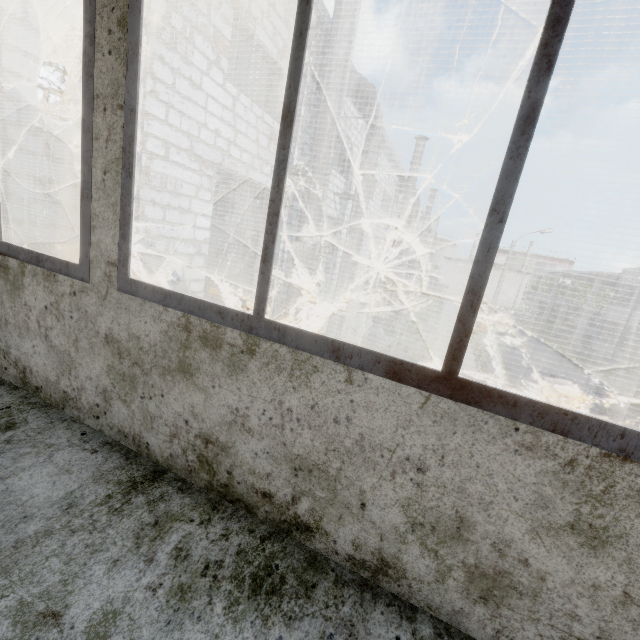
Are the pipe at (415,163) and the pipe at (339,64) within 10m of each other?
no

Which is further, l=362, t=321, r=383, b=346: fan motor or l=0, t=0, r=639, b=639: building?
l=362, t=321, r=383, b=346: fan motor

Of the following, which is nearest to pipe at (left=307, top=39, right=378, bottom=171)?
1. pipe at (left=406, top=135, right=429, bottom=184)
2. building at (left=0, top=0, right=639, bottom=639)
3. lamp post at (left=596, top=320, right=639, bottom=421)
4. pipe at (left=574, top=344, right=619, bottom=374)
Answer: building at (left=0, top=0, right=639, bottom=639)

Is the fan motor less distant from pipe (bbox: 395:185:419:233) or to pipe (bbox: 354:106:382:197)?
pipe (bbox: 395:185:419:233)

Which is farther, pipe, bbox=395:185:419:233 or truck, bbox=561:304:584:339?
truck, bbox=561:304:584:339

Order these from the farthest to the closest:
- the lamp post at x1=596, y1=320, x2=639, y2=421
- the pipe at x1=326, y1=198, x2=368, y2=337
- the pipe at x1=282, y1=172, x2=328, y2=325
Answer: the pipe at x1=326, y1=198, x2=368, y2=337
the pipe at x1=282, y1=172, x2=328, y2=325
the lamp post at x1=596, y1=320, x2=639, y2=421

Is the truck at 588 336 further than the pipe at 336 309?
Yes

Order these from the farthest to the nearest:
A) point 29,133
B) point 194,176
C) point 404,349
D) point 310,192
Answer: point 404,349, point 310,192, point 194,176, point 29,133
